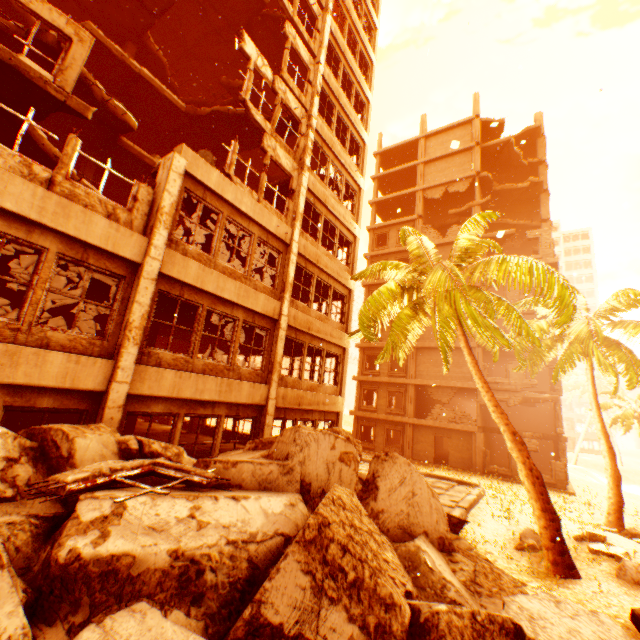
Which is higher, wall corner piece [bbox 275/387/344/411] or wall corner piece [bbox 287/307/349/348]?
wall corner piece [bbox 287/307/349/348]

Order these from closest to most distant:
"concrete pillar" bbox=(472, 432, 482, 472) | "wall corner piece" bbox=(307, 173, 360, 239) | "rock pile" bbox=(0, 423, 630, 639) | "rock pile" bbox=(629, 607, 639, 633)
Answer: "rock pile" bbox=(0, 423, 630, 639) → "rock pile" bbox=(629, 607, 639, 633) → "wall corner piece" bbox=(307, 173, 360, 239) → "concrete pillar" bbox=(472, 432, 482, 472)

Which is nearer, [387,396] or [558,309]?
[558,309]

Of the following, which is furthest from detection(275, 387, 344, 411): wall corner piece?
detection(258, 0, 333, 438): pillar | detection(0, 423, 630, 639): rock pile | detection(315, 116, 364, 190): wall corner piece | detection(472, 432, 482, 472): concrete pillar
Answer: detection(315, 116, 364, 190): wall corner piece

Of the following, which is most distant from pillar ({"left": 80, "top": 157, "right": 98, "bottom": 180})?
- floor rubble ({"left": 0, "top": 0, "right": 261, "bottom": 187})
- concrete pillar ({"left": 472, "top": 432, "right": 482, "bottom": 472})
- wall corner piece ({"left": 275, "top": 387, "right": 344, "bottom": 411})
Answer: concrete pillar ({"left": 472, "top": 432, "right": 482, "bottom": 472})

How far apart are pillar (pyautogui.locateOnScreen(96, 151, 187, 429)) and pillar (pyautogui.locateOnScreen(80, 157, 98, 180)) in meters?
6.6

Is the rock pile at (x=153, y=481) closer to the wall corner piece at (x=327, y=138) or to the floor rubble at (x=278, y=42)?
the floor rubble at (x=278, y=42)

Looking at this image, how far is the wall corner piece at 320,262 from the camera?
13.1 meters
